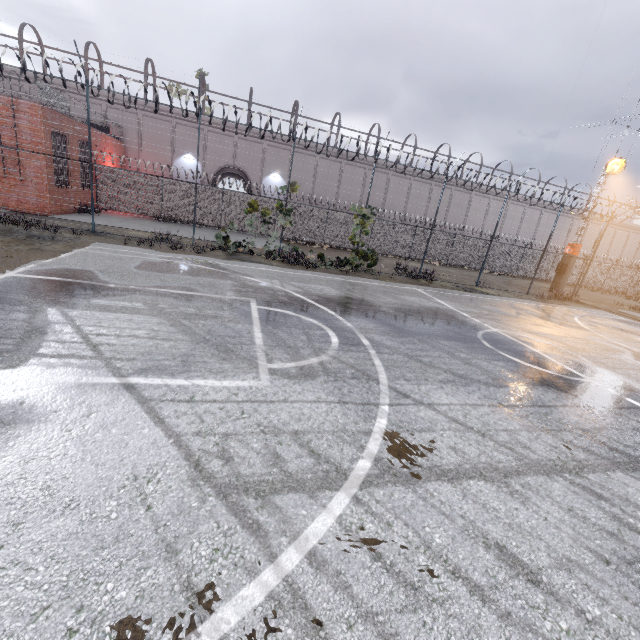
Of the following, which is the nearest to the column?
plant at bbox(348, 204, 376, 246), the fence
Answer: the fence

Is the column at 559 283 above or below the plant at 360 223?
below

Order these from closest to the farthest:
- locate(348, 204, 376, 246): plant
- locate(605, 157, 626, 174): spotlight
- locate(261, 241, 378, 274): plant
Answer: locate(261, 241, 378, 274): plant, locate(348, 204, 376, 246): plant, locate(605, 157, 626, 174): spotlight

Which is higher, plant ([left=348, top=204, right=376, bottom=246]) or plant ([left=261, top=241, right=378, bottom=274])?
plant ([left=348, top=204, right=376, bottom=246])

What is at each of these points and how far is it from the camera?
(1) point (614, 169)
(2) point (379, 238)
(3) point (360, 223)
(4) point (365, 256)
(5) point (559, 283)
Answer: (1) spotlight, 21.08m
(2) fence, 27.14m
(3) plant, 16.16m
(4) plant, 16.70m
(5) column, 23.61m

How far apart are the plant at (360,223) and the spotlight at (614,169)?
17.3m

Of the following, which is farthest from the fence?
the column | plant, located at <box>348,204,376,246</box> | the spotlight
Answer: the spotlight

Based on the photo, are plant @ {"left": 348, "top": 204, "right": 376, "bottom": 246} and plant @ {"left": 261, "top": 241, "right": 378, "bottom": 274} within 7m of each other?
yes
